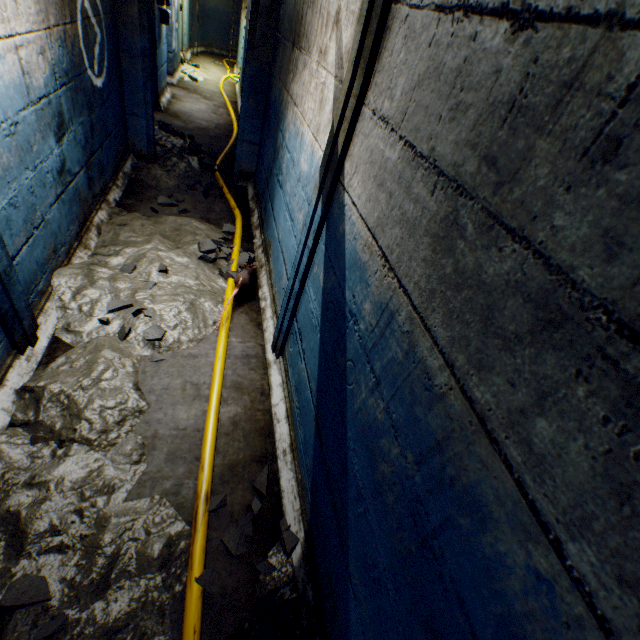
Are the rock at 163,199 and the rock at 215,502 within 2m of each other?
no

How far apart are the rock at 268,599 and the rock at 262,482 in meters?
0.1

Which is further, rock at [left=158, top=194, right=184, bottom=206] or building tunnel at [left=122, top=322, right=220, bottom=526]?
rock at [left=158, top=194, right=184, bottom=206]

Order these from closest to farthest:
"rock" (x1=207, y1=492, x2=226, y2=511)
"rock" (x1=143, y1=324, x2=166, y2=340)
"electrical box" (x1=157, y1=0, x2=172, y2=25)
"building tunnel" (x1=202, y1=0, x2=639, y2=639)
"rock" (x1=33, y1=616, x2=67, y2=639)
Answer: "building tunnel" (x1=202, y1=0, x2=639, y2=639) < "rock" (x1=33, y1=616, x2=67, y2=639) < "rock" (x1=207, y1=492, x2=226, y2=511) < "rock" (x1=143, y1=324, x2=166, y2=340) < "electrical box" (x1=157, y1=0, x2=172, y2=25)

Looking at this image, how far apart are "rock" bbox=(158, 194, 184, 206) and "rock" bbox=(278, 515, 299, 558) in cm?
341

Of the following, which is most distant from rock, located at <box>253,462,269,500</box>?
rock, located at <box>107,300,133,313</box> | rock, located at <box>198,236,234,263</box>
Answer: rock, located at <box>198,236,234,263</box>

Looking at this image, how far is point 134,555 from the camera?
1.5m

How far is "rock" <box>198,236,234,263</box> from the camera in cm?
326
